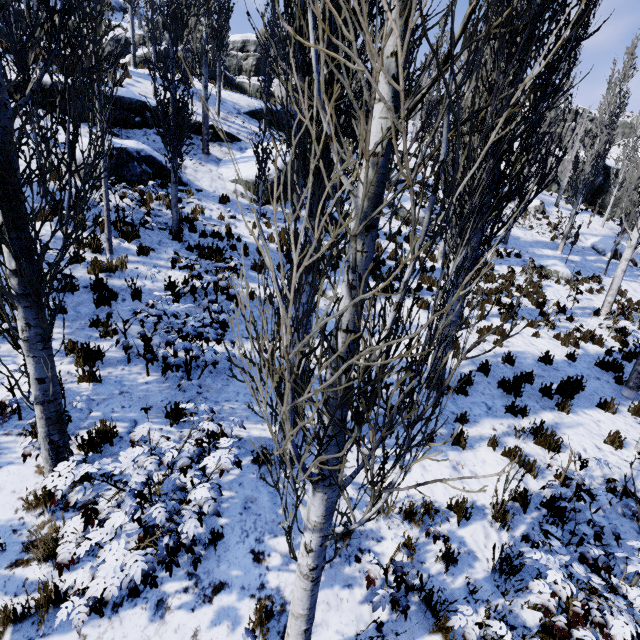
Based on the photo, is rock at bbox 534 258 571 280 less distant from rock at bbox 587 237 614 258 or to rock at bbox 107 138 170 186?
rock at bbox 587 237 614 258

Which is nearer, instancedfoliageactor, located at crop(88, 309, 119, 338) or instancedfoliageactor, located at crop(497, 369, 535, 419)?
instancedfoliageactor, located at crop(88, 309, 119, 338)

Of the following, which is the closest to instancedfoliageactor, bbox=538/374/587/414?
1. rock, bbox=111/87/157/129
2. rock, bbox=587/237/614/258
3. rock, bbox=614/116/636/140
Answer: rock, bbox=111/87/157/129

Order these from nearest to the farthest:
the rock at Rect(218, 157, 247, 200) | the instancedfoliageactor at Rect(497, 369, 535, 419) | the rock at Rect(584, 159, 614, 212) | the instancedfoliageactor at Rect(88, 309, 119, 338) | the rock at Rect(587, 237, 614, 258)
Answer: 1. the instancedfoliageactor at Rect(88, 309, 119, 338)
2. the instancedfoliageactor at Rect(497, 369, 535, 419)
3. the rock at Rect(218, 157, 247, 200)
4. the rock at Rect(587, 237, 614, 258)
5. the rock at Rect(584, 159, 614, 212)

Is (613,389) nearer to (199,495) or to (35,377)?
(199,495)

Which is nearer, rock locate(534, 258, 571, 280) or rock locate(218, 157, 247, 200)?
rock locate(218, 157, 247, 200)

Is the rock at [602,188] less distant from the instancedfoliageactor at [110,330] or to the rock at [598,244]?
the instancedfoliageactor at [110,330]

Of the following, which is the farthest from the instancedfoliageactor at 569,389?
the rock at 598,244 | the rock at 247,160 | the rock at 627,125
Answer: the rock at 627,125
